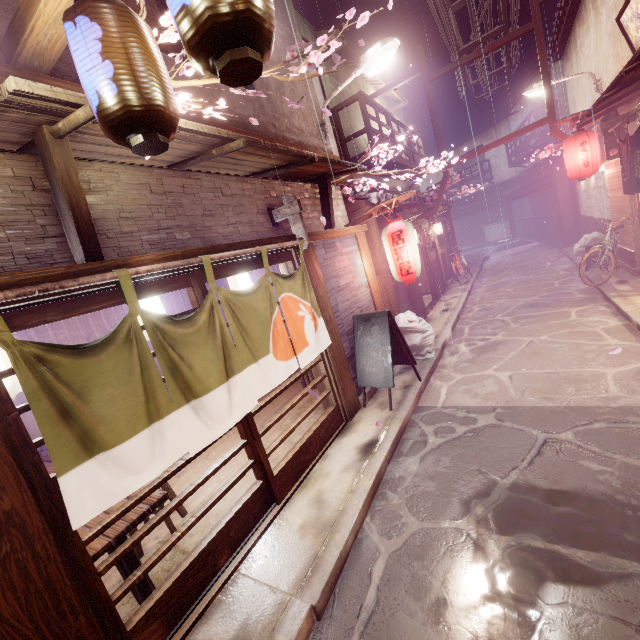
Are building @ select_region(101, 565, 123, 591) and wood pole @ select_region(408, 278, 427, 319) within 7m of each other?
no

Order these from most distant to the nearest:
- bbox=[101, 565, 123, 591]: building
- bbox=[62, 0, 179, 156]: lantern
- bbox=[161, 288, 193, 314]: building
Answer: bbox=[161, 288, 193, 314]: building → bbox=[101, 565, 123, 591]: building → bbox=[62, 0, 179, 156]: lantern

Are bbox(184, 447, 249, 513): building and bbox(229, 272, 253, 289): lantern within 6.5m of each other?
yes

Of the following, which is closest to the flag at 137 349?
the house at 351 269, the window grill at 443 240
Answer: the house at 351 269

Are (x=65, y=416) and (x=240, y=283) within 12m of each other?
yes

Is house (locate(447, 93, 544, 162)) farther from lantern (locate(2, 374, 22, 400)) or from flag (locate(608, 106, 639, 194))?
flag (locate(608, 106, 639, 194))

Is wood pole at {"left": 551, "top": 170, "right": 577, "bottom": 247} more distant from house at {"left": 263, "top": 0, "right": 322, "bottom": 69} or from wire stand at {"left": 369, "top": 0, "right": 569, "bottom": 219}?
house at {"left": 263, "top": 0, "right": 322, "bottom": 69}

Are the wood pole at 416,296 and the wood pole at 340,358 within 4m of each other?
no
